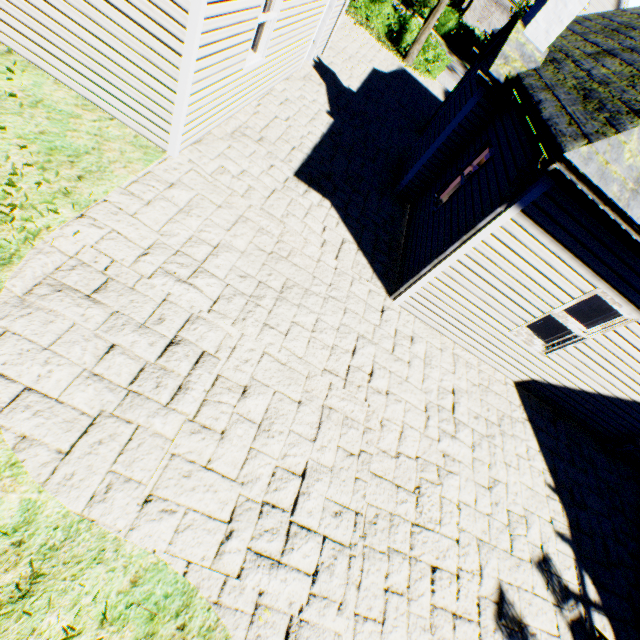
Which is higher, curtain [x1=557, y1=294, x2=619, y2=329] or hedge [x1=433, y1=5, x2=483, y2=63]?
curtain [x1=557, y1=294, x2=619, y2=329]

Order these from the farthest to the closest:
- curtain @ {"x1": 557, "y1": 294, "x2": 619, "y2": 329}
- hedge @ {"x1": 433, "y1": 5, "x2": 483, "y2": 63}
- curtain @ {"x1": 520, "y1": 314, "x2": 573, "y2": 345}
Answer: hedge @ {"x1": 433, "y1": 5, "x2": 483, "y2": 63} < curtain @ {"x1": 520, "y1": 314, "x2": 573, "y2": 345} < curtain @ {"x1": 557, "y1": 294, "x2": 619, "y2": 329}

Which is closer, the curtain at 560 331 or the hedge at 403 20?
the curtain at 560 331

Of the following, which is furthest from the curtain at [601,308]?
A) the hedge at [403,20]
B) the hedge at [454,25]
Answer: the hedge at [454,25]

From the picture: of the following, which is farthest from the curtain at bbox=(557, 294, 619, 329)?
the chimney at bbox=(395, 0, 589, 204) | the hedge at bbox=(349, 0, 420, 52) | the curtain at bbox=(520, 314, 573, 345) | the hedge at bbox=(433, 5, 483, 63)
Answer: the hedge at bbox=(433, 5, 483, 63)

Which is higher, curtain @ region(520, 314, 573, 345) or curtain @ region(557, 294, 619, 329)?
curtain @ region(557, 294, 619, 329)

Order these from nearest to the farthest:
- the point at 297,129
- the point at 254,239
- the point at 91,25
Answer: the point at 91,25
the point at 254,239
the point at 297,129

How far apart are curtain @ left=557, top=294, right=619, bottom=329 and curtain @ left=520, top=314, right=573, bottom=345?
0.1 meters
